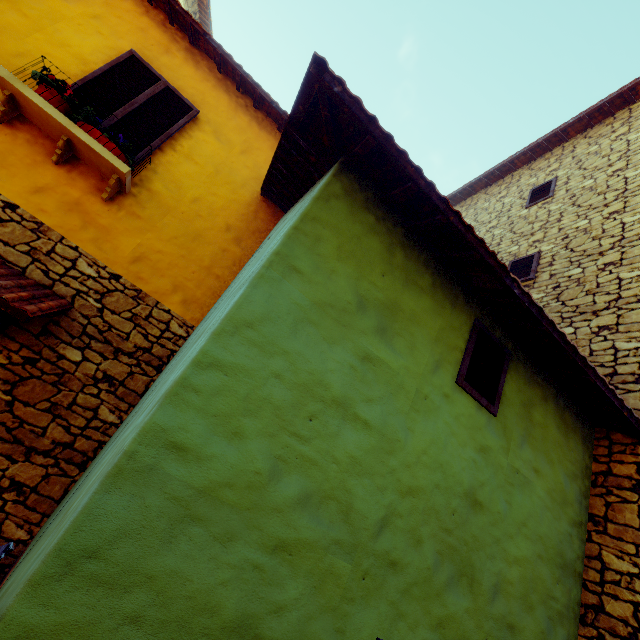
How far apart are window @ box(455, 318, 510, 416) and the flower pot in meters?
5.1 m

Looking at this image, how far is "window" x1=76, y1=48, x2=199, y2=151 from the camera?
4.2 meters

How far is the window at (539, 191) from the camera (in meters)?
7.17

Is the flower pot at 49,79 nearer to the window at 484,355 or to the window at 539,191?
the window at 539,191

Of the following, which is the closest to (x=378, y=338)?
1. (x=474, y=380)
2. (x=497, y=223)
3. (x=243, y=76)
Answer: (x=474, y=380)

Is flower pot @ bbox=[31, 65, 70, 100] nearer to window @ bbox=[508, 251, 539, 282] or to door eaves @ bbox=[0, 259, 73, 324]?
window @ bbox=[508, 251, 539, 282]

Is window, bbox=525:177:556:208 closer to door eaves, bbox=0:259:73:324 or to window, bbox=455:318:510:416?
door eaves, bbox=0:259:73:324

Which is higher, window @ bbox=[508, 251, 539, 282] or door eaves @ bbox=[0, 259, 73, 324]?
window @ bbox=[508, 251, 539, 282]
